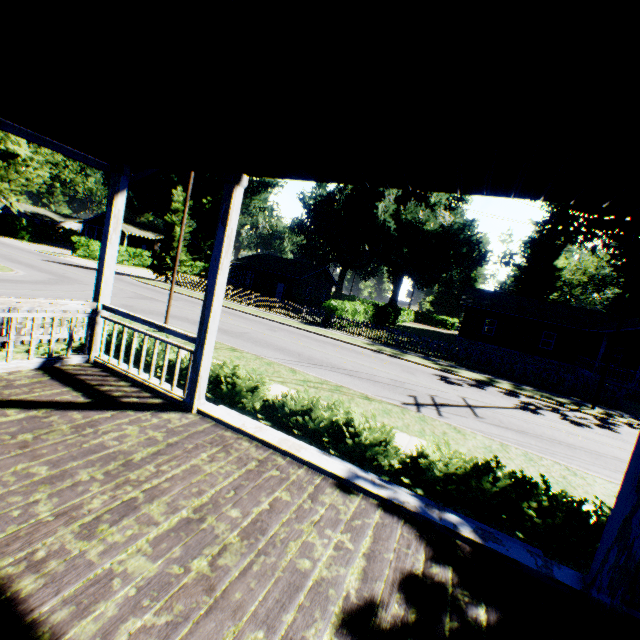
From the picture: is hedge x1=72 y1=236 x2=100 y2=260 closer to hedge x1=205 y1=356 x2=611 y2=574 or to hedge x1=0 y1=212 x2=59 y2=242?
hedge x1=0 y1=212 x2=59 y2=242

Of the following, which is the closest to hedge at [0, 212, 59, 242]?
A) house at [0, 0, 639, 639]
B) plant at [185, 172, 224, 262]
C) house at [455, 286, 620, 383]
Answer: plant at [185, 172, 224, 262]

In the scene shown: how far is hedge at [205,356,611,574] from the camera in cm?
471

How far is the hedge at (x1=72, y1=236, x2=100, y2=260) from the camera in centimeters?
3719cm

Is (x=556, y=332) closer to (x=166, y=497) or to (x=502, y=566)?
(x=502, y=566)

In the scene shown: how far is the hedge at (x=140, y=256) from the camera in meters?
41.8

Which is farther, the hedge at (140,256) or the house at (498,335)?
the hedge at (140,256)

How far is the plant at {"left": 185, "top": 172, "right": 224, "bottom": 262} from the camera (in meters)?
56.91
